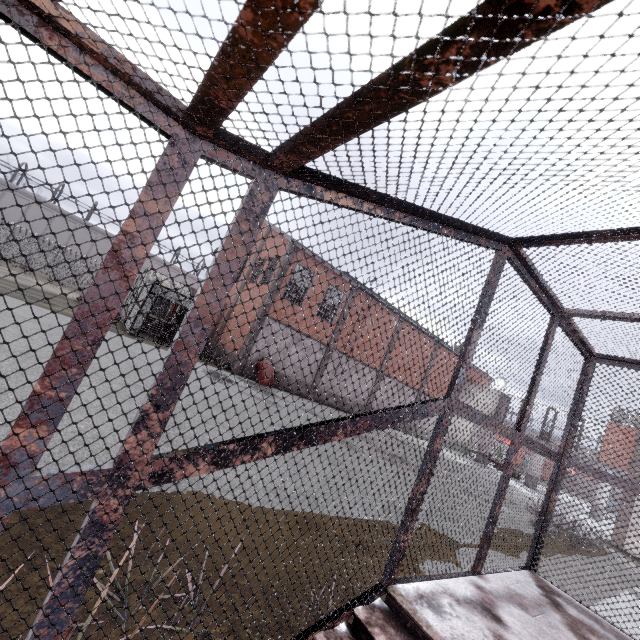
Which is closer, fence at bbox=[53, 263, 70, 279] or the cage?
the cage

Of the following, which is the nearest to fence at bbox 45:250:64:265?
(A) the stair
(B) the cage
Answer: (B) the cage

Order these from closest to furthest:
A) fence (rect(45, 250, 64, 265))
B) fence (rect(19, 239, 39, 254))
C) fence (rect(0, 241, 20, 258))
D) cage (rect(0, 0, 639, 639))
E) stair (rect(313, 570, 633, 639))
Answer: cage (rect(0, 0, 639, 639))
stair (rect(313, 570, 633, 639))
fence (rect(0, 241, 20, 258))
fence (rect(19, 239, 39, 254))
fence (rect(45, 250, 64, 265))

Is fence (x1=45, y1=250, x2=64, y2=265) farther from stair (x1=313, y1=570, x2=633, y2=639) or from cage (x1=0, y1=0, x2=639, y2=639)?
stair (x1=313, y1=570, x2=633, y2=639)

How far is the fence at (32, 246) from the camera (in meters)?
→ 33.25

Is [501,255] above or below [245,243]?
above

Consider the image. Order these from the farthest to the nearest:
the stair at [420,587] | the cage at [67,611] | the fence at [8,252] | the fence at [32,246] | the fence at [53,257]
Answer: the fence at [53,257], the fence at [32,246], the fence at [8,252], the stair at [420,587], the cage at [67,611]
